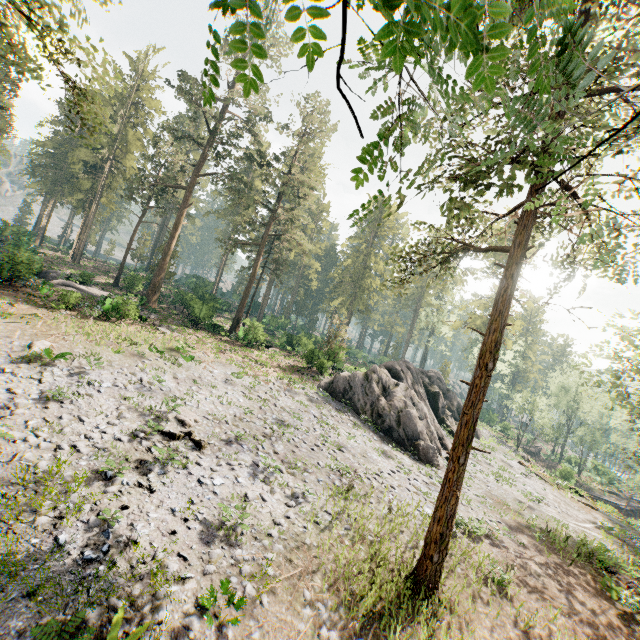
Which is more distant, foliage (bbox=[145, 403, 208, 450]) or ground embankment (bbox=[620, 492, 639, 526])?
ground embankment (bbox=[620, 492, 639, 526])

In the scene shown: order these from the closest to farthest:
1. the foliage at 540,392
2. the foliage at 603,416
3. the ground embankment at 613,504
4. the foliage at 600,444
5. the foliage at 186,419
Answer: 1. the foliage at 186,419
2. the foliage at 603,416
3. the ground embankment at 613,504
4. the foliage at 540,392
5. the foliage at 600,444

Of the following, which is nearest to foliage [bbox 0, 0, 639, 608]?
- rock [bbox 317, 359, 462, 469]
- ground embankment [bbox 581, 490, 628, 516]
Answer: rock [bbox 317, 359, 462, 469]

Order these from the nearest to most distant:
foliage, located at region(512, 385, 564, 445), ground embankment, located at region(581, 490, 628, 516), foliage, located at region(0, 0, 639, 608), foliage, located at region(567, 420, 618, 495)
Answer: foliage, located at region(0, 0, 639, 608)
ground embankment, located at region(581, 490, 628, 516)
foliage, located at region(512, 385, 564, 445)
foliage, located at region(567, 420, 618, 495)

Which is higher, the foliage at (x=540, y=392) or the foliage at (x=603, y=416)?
the foliage at (x=603, y=416)

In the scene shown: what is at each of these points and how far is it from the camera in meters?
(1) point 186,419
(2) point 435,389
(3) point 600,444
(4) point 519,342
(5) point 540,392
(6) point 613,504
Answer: (1) foliage, 15.4
(2) rock, 35.4
(3) foliage, 54.7
(4) foliage, 57.2
(5) foliage, 49.1
(6) ground embankment, 46.8

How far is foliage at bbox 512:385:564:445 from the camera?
48.1m

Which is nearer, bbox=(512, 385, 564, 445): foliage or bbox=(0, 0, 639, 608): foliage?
bbox=(0, 0, 639, 608): foliage
